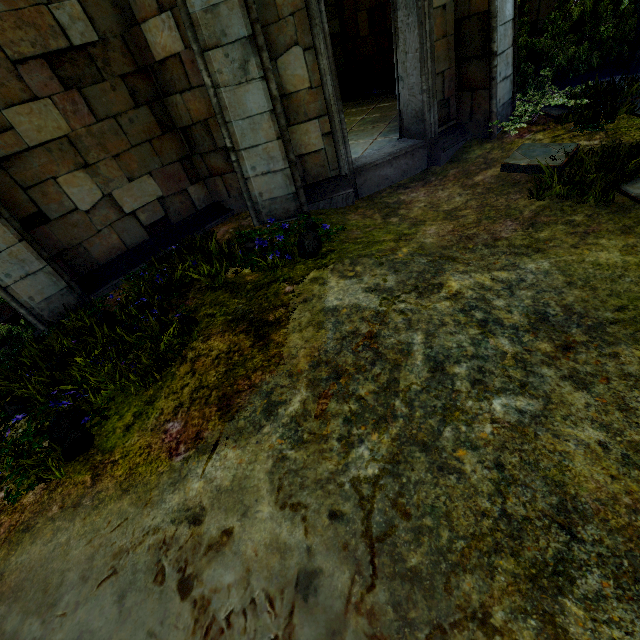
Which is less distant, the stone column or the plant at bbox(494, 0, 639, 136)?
the plant at bbox(494, 0, 639, 136)

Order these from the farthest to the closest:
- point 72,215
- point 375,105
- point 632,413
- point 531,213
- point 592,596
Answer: point 375,105 → point 72,215 → point 531,213 → point 632,413 → point 592,596

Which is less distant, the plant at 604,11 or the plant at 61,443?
the plant at 61,443

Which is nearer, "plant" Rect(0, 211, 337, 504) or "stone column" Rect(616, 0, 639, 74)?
"plant" Rect(0, 211, 337, 504)

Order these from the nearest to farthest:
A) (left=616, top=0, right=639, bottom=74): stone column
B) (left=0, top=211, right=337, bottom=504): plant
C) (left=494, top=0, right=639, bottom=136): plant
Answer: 1. (left=0, top=211, right=337, bottom=504): plant
2. (left=494, top=0, right=639, bottom=136): plant
3. (left=616, top=0, right=639, bottom=74): stone column

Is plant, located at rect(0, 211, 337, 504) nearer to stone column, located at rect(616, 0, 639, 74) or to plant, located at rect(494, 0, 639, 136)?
plant, located at rect(494, 0, 639, 136)

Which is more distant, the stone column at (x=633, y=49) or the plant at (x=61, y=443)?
the stone column at (x=633, y=49)

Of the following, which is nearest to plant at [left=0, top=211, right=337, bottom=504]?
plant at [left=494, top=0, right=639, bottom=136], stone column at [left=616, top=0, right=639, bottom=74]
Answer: plant at [left=494, top=0, right=639, bottom=136]
